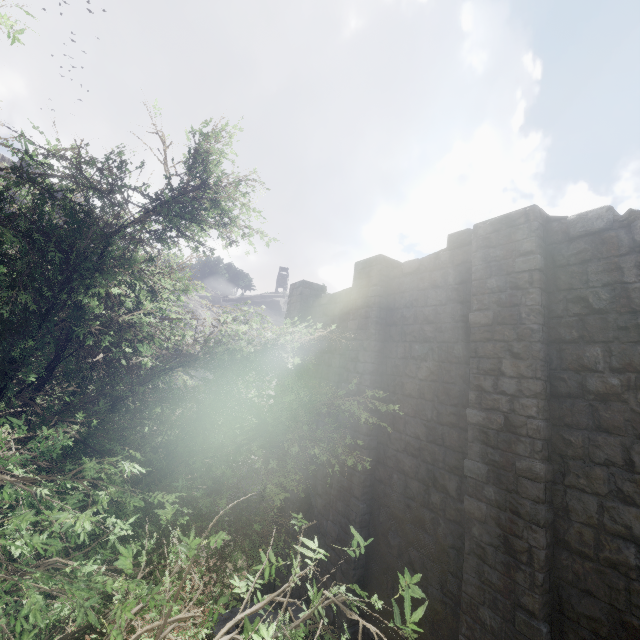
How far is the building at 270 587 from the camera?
11.5 meters

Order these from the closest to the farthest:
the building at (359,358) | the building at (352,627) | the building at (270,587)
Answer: the building at (359,358)
the building at (352,627)
the building at (270,587)

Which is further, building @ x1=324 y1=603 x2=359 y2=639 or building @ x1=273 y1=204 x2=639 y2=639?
building @ x1=324 y1=603 x2=359 y2=639

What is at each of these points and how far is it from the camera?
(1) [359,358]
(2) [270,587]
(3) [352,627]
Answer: (1) building, 9.64m
(2) building, 12.05m
(3) building, 8.12m

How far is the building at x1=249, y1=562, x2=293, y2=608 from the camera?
11.45m

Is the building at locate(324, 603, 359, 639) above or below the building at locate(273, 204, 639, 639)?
below

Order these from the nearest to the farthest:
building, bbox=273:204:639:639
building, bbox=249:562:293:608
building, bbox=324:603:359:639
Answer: building, bbox=273:204:639:639
building, bbox=324:603:359:639
building, bbox=249:562:293:608
